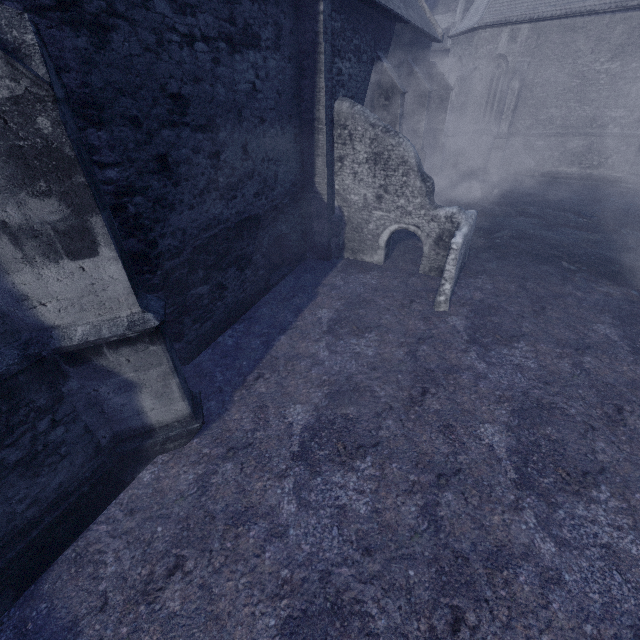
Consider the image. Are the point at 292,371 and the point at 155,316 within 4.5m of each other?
yes
